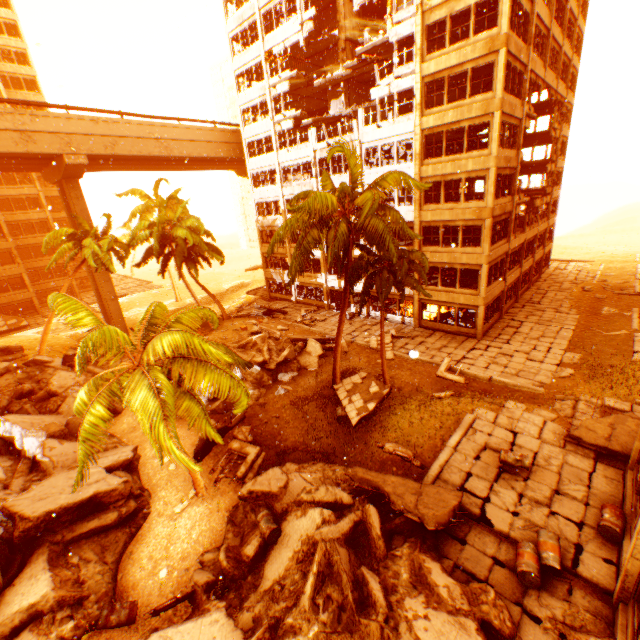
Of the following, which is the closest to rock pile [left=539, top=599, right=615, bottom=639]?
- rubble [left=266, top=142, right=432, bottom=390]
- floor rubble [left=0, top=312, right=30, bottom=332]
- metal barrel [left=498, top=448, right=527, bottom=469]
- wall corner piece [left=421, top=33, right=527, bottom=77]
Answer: rubble [left=266, top=142, right=432, bottom=390]

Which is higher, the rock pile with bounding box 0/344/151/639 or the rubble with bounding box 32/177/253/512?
the rubble with bounding box 32/177/253/512

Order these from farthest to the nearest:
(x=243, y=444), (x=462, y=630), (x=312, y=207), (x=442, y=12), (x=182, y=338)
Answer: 1. (x=442, y=12)
2. (x=243, y=444)
3. (x=312, y=207)
4. (x=182, y=338)
5. (x=462, y=630)

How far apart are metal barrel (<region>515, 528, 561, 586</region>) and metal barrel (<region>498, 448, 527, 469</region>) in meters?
2.4 m

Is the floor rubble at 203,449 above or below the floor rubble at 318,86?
below

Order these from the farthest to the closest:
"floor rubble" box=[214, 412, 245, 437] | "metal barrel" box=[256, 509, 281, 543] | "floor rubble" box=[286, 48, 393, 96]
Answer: "floor rubble" box=[286, 48, 393, 96] < "floor rubble" box=[214, 412, 245, 437] < "metal barrel" box=[256, 509, 281, 543]

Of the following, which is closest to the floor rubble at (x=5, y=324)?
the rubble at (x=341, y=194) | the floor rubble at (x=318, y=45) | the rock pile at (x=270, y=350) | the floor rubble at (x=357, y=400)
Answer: the rock pile at (x=270, y=350)

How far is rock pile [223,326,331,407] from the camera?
19.69m
